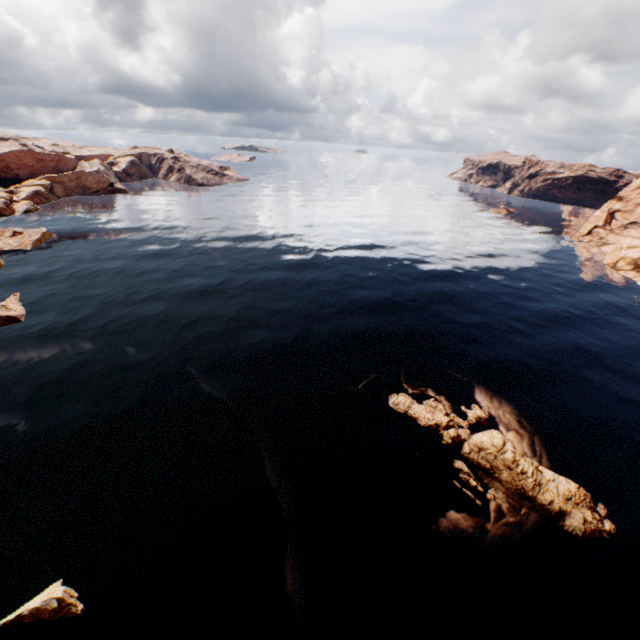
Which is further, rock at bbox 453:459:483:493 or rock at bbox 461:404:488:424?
rock at bbox 461:404:488:424

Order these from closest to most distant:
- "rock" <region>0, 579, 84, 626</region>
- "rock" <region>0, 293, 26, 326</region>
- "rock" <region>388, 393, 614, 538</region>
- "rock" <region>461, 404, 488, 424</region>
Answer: "rock" <region>0, 579, 84, 626</region> → "rock" <region>388, 393, 614, 538</region> → "rock" <region>461, 404, 488, 424</region> → "rock" <region>0, 293, 26, 326</region>

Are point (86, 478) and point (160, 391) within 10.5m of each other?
yes

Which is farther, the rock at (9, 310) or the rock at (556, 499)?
the rock at (9, 310)

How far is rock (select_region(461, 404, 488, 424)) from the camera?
30.05m

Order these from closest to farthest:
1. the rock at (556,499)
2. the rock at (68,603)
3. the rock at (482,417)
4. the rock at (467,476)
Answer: the rock at (68,603)
the rock at (556,499)
the rock at (467,476)
the rock at (482,417)
